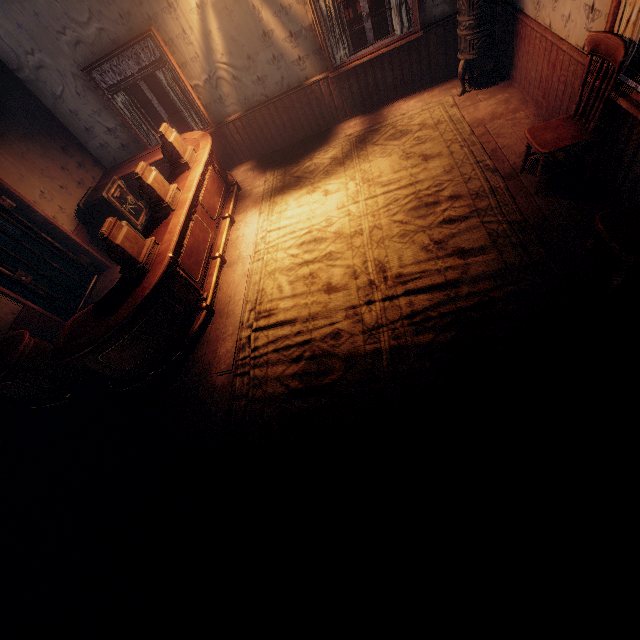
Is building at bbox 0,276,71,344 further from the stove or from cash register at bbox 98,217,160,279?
cash register at bbox 98,217,160,279

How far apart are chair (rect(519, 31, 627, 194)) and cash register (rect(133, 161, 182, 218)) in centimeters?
447cm

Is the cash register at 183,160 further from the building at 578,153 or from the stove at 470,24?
the stove at 470,24

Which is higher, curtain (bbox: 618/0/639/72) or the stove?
curtain (bbox: 618/0/639/72)

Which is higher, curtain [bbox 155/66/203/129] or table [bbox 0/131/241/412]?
curtain [bbox 155/66/203/129]

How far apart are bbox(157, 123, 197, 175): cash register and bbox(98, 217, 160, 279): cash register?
1.81m

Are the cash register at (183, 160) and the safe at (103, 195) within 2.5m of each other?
yes

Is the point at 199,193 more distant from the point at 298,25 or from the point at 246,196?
the point at 298,25
